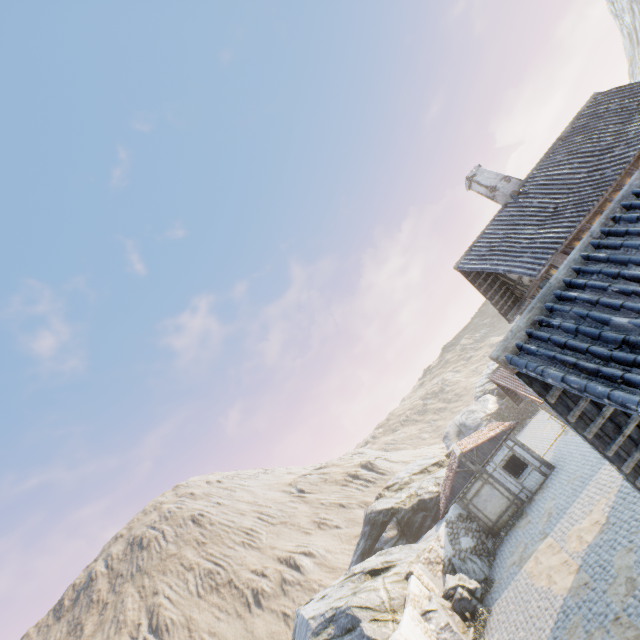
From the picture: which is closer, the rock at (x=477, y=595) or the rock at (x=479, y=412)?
the rock at (x=477, y=595)

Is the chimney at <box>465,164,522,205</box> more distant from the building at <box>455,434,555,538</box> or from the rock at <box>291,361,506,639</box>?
the rock at <box>291,361,506,639</box>

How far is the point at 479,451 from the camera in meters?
21.6

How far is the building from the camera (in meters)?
20.14

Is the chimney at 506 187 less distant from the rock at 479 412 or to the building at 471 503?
the building at 471 503

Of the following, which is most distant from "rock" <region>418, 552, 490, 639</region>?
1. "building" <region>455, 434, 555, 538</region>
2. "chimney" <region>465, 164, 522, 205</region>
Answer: "chimney" <region>465, 164, 522, 205</region>

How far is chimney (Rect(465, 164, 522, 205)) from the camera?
14.8m

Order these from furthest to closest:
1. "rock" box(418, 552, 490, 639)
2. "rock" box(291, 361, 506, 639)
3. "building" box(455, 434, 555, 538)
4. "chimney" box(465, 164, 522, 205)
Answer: "building" box(455, 434, 555, 538)
"rock" box(291, 361, 506, 639)
"chimney" box(465, 164, 522, 205)
"rock" box(418, 552, 490, 639)
